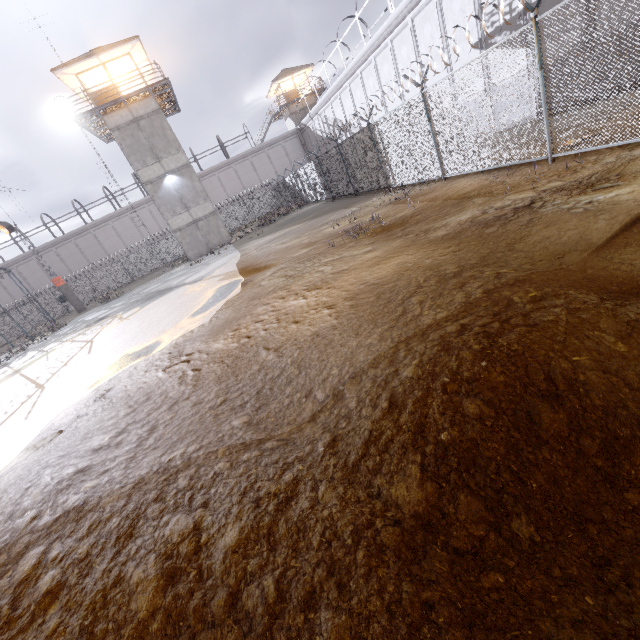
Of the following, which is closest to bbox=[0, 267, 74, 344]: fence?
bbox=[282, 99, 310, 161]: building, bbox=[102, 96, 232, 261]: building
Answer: bbox=[102, 96, 232, 261]: building

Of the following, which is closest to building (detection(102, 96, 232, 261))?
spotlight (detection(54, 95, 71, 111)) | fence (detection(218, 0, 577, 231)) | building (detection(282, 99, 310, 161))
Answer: spotlight (detection(54, 95, 71, 111))

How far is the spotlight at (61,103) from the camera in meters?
21.1 m

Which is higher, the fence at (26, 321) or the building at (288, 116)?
the building at (288, 116)

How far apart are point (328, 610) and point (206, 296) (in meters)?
10.53

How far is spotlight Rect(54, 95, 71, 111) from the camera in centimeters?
2113cm
